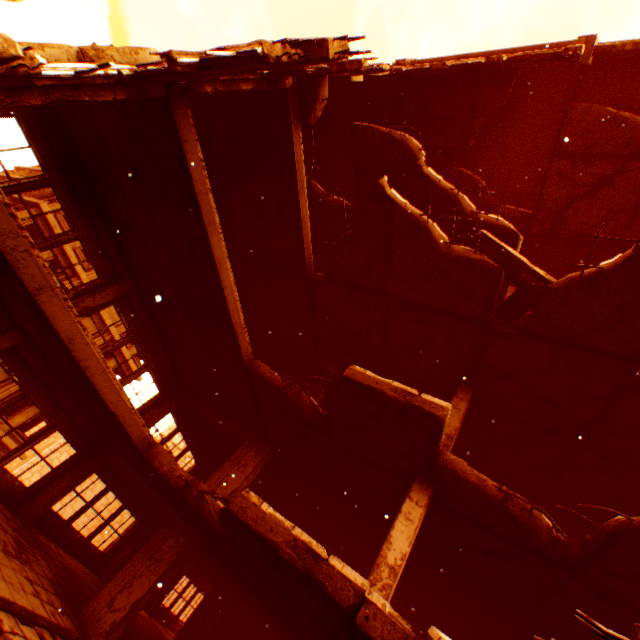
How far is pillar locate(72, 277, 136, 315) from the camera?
9.1 meters

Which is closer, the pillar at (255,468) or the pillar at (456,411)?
the pillar at (456,411)

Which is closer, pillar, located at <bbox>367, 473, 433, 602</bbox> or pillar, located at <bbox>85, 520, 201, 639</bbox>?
pillar, located at <bbox>367, 473, 433, 602</bbox>

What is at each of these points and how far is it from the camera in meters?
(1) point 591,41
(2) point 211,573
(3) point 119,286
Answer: (1) pillar, 8.1
(2) concrete beam, 11.9
(3) pillar, 9.8

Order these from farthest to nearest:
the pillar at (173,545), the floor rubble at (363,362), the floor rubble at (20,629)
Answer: the pillar at (173,545), the floor rubble at (363,362), the floor rubble at (20,629)

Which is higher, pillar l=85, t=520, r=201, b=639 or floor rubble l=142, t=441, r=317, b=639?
floor rubble l=142, t=441, r=317, b=639

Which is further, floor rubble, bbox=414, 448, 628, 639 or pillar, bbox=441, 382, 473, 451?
pillar, bbox=441, 382, 473, 451

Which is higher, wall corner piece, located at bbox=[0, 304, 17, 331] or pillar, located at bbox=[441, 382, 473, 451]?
pillar, located at bbox=[441, 382, 473, 451]
